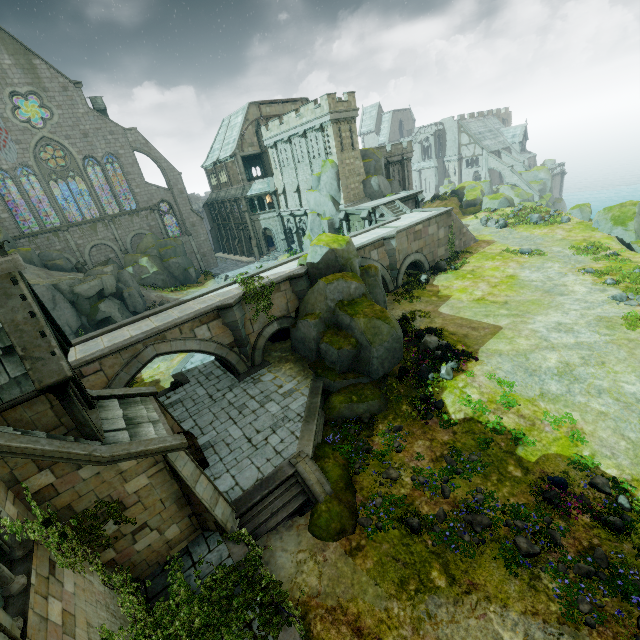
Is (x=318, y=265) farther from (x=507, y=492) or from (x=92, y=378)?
(x=507, y=492)

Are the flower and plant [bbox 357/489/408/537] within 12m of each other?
yes

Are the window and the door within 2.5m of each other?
no

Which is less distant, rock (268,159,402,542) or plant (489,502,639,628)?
plant (489,502,639,628)

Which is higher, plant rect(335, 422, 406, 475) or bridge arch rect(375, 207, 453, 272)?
bridge arch rect(375, 207, 453, 272)

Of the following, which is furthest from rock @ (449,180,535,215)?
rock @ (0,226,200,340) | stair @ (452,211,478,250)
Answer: rock @ (0,226,200,340)

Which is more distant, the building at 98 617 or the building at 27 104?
the building at 27 104

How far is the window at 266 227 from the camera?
47.31m
